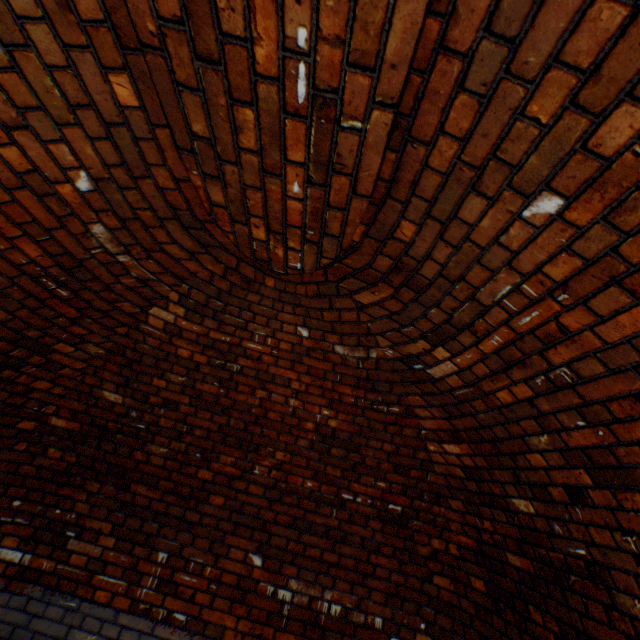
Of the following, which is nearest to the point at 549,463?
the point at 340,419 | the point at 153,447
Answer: the point at 340,419
